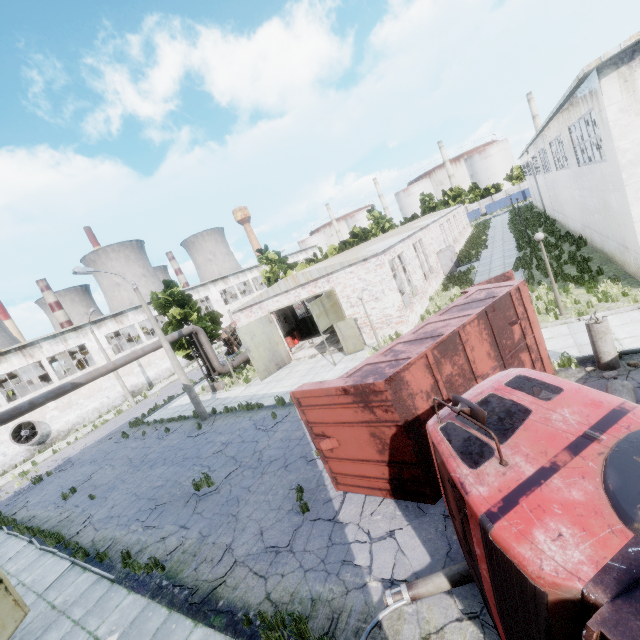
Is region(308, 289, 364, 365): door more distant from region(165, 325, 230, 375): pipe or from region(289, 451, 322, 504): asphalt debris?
region(165, 325, 230, 375): pipe

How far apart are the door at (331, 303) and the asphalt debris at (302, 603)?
12.3 meters

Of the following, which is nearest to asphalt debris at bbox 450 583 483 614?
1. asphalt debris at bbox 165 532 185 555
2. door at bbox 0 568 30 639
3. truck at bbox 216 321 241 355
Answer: asphalt debris at bbox 165 532 185 555

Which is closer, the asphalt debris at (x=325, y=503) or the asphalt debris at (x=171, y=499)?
the asphalt debris at (x=325, y=503)

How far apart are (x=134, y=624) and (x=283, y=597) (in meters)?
3.89

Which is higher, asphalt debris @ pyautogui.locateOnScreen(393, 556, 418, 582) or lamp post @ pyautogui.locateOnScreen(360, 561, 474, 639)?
lamp post @ pyautogui.locateOnScreen(360, 561, 474, 639)

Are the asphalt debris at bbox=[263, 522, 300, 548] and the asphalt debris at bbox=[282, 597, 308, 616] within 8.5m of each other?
yes

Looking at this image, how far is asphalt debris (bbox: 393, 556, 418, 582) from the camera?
5.75m
